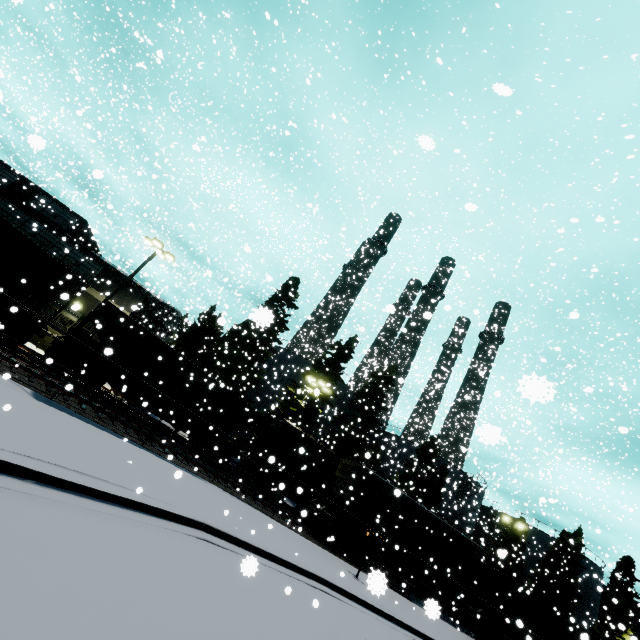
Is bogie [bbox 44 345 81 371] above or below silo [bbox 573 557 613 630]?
below

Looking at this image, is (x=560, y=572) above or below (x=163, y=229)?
below

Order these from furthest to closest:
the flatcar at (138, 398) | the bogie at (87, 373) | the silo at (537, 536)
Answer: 1. the silo at (537, 536)
2. the flatcar at (138, 398)
3. the bogie at (87, 373)

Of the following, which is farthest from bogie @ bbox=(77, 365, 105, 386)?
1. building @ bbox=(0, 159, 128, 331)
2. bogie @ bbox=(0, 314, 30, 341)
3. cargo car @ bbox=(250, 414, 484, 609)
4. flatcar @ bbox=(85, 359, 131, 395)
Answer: cargo car @ bbox=(250, 414, 484, 609)

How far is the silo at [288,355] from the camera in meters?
35.1 m

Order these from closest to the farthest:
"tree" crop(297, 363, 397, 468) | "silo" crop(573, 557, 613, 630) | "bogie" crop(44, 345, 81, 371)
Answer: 1. "bogie" crop(44, 345, 81, 371)
2. "tree" crop(297, 363, 397, 468)
3. "silo" crop(573, 557, 613, 630)

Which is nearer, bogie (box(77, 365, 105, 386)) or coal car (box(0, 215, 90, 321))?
coal car (box(0, 215, 90, 321))

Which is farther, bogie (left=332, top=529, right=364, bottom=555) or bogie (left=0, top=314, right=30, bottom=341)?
bogie (left=332, top=529, right=364, bottom=555)
